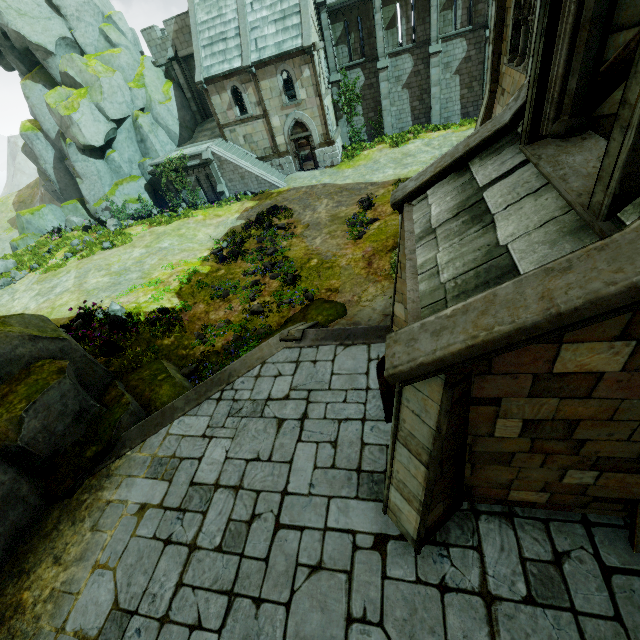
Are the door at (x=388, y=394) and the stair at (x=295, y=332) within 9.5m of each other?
yes

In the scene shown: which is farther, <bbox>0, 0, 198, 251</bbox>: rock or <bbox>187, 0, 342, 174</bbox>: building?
<bbox>0, 0, 198, 251</bbox>: rock

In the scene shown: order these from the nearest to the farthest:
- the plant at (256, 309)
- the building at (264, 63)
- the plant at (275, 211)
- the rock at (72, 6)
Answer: the plant at (256, 309) < the plant at (275, 211) < the building at (264, 63) < the rock at (72, 6)

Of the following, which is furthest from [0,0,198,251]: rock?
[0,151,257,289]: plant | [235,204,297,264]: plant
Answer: [235,204,297,264]: plant

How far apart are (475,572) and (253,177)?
25.8m

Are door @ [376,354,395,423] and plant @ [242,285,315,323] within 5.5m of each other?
no

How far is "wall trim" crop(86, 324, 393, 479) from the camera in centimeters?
848cm

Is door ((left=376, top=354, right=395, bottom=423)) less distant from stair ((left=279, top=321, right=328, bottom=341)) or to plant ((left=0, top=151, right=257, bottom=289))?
stair ((left=279, top=321, right=328, bottom=341))
